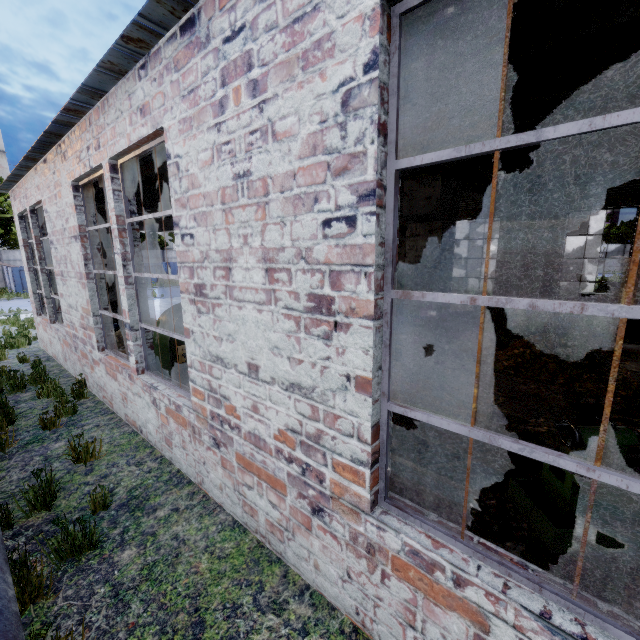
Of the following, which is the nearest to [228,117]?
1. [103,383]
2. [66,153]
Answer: [66,153]

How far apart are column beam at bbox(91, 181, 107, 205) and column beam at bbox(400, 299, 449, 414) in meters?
5.3 m

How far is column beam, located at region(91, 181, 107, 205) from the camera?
6.4 meters

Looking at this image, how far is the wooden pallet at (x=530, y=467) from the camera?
4.1 meters

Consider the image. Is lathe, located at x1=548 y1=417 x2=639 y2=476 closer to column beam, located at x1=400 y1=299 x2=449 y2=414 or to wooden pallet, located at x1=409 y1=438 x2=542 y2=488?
wooden pallet, located at x1=409 y1=438 x2=542 y2=488

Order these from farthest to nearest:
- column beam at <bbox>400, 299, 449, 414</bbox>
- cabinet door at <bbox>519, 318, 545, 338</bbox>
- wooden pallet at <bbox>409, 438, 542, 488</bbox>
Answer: cabinet door at <bbox>519, 318, 545, 338</bbox>
column beam at <bbox>400, 299, 449, 414</bbox>
wooden pallet at <bbox>409, 438, 542, 488</bbox>

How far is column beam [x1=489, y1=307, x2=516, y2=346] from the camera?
9.5 meters

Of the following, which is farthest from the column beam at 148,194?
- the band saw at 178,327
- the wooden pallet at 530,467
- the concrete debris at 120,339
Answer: the wooden pallet at 530,467
